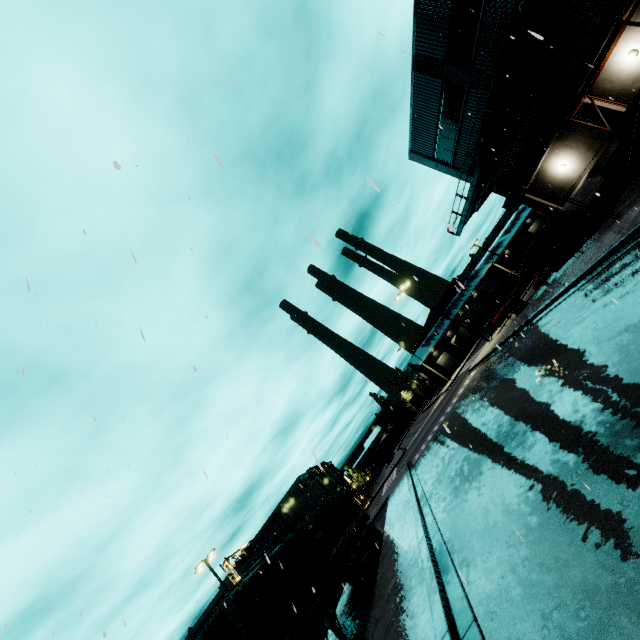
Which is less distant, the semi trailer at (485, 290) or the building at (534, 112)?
the building at (534, 112)

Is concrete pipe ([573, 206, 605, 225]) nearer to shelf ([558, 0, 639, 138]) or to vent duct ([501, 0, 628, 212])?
shelf ([558, 0, 639, 138])

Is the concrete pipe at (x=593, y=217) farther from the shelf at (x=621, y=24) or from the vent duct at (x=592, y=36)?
the vent duct at (x=592, y=36)

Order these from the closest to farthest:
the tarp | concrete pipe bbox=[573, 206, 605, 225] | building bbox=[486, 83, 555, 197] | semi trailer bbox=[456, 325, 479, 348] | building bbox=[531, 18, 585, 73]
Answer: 1. the tarp
2. building bbox=[531, 18, 585, 73]
3. concrete pipe bbox=[573, 206, 605, 225]
4. building bbox=[486, 83, 555, 197]
5. semi trailer bbox=[456, 325, 479, 348]

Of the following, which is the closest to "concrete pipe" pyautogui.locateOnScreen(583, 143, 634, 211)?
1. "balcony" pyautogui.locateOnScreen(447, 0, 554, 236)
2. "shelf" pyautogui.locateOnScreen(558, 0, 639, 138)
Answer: "shelf" pyautogui.locateOnScreen(558, 0, 639, 138)

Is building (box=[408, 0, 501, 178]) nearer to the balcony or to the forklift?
the balcony

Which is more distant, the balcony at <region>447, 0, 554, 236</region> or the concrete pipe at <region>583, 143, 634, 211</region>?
the concrete pipe at <region>583, 143, 634, 211</region>

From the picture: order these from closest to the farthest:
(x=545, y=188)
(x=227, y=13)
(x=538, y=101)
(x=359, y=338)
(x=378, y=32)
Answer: (x=378, y=32)
(x=227, y=13)
(x=359, y=338)
(x=538, y=101)
(x=545, y=188)
